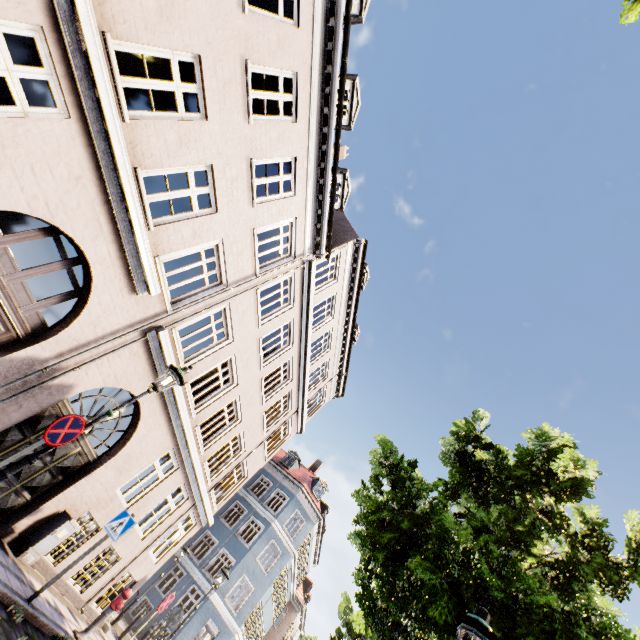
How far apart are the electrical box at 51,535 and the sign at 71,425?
4.25m

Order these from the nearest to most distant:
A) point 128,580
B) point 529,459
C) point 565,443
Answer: point 529,459, point 565,443, point 128,580

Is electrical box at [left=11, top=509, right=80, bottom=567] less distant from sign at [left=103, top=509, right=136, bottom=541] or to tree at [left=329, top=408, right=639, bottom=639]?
sign at [left=103, top=509, right=136, bottom=541]

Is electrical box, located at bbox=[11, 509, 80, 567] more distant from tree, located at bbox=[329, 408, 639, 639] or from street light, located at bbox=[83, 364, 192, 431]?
tree, located at bbox=[329, 408, 639, 639]

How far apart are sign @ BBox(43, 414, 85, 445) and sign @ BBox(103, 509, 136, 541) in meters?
3.2

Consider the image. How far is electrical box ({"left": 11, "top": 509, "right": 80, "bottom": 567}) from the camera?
7.2 meters

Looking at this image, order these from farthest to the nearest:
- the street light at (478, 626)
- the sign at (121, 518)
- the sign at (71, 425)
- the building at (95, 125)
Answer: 1. the sign at (121, 518)
2. the building at (95, 125)
3. the sign at (71, 425)
4. the street light at (478, 626)

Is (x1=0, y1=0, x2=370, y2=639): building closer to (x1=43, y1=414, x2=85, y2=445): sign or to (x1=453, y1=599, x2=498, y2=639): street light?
(x1=43, y1=414, x2=85, y2=445): sign
